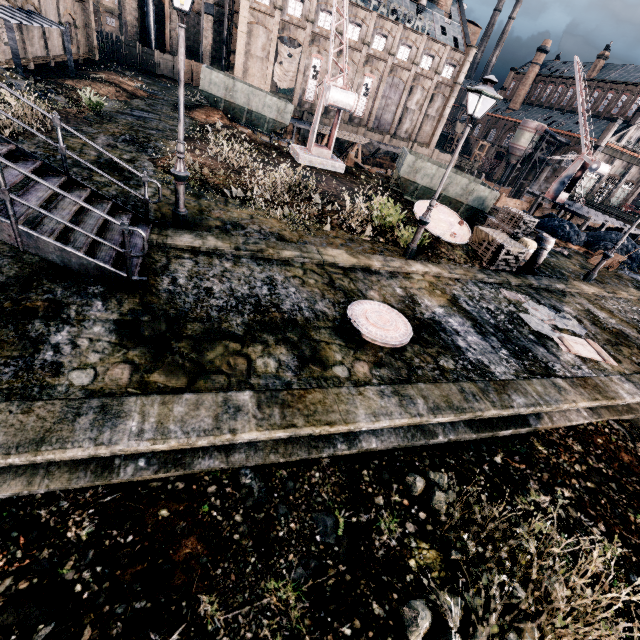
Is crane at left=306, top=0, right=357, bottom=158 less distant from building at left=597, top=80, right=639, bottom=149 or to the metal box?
the metal box

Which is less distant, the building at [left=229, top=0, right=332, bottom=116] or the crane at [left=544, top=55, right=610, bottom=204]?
the crane at [left=544, top=55, right=610, bottom=204]

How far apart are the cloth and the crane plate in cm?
4508

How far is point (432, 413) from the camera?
6.2m

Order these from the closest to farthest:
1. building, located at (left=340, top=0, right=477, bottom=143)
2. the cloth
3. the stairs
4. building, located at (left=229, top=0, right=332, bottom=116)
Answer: the stairs
building, located at (left=229, top=0, right=332, bottom=116)
the cloth
building, located at (left=340, top=0, right=477, bottom=143)

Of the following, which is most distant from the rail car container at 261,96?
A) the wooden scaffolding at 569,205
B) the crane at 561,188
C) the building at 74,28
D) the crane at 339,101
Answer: the crane at 561,188

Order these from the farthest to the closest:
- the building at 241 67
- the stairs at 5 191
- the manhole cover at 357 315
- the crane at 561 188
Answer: the building at 241 67 < the crane at 561 188 < the manhole cover at 357 315 < the stairs at 5 191

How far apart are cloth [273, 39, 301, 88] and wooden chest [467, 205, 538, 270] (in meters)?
47.78
